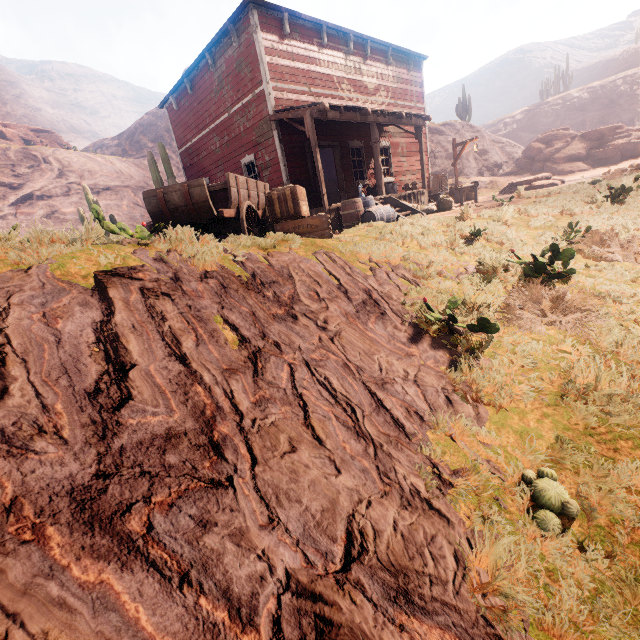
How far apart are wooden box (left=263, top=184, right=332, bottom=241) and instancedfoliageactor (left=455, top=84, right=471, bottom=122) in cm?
3851

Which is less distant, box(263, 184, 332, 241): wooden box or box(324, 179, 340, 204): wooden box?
box(263, 184, 332, 241): wooden box

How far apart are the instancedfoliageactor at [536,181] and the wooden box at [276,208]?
15.72m

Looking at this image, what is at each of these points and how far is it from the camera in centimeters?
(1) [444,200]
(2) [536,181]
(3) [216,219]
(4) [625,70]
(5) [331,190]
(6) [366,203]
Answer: (1) burlap sack, 1262cm
(2) instancedfoliageactor, 1767cm
(3) carraige, 597cm
(4) z, 5931cm
(5) wooden box, 2088cm
(6) barrel, 998cm

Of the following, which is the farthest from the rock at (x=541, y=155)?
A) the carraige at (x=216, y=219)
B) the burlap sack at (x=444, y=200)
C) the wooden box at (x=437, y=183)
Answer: the carraige at (x=216, y=219)

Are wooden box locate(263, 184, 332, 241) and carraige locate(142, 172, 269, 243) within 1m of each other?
yes

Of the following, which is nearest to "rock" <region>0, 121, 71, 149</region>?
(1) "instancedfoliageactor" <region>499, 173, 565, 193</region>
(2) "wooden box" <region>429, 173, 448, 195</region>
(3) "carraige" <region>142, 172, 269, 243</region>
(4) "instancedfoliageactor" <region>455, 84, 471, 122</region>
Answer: (3) "carraige" <region>142, 172, 269, 243</region>

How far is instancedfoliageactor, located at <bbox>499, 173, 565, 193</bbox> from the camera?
16.7 meters
